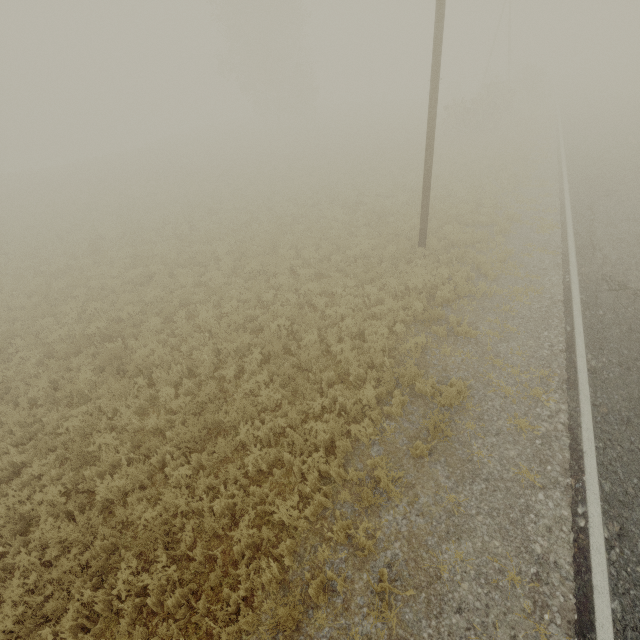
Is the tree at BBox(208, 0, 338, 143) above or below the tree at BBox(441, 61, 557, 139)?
above

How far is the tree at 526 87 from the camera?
26.1 meters

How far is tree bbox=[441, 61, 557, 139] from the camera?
26.08m

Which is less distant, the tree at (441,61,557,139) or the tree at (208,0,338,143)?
the tree at (441,61,557,139)

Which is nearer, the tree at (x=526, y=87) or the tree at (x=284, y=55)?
the tree at (x=526, y=87)

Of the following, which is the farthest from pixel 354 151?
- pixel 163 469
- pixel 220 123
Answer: pixel 220 123
